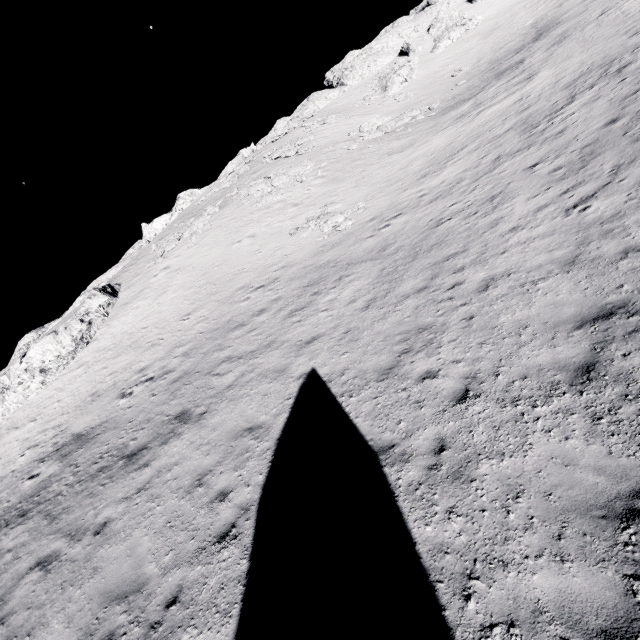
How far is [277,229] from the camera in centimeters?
2475cm

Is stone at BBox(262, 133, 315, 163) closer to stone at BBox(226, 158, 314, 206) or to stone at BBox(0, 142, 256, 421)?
stone at BBox(226, 158, 314, 206)

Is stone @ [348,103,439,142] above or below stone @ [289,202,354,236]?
above

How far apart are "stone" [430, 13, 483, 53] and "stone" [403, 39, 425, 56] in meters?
2.7

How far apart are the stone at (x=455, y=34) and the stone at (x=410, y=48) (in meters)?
2.73

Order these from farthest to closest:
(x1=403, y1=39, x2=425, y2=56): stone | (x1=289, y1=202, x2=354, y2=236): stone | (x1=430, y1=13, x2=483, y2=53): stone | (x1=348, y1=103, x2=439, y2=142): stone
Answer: (x1=403, y1=39, x2=425, y2=56): stone → (x1=430, y1=13, x2=483, y2=53): stone → (x1=348, y1=103, x2=439, y2=142): stone → (x1=289, y1=202, x2=354, y2=236): stone

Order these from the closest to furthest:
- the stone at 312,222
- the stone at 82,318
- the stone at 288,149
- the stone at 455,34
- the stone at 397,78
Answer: the stone at 312,222 < the stone at 82,318 < the stone at 288,149 < the stone at 397,78 < the stone at 455,34

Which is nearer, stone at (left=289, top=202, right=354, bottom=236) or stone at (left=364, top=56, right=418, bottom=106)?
stone at (left=289, top=202, right=354, bottom=236)
